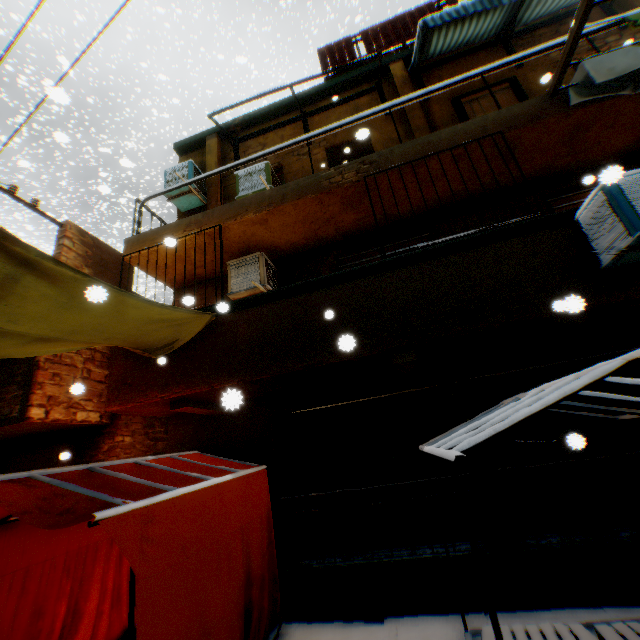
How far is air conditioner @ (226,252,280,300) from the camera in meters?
6.2

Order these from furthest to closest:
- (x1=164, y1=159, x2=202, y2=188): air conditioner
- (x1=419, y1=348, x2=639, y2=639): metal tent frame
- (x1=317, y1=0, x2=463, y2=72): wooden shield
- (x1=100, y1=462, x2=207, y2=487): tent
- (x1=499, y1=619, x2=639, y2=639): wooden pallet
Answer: (x1=317, y1=0, x2=463, y2=72): wooden shield
(x1=164, y1=159, x2=202, y2=188): air conditioner
(x1=100, y1=462, x2=207, y2=487): tent
(x1=499, y1=619, x2=639, y2=639): wooden pallet
(x1=419, y1=348, x2=639, y2=639): metal tent frame

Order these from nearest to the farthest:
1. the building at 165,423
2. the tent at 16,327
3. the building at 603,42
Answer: the tent at 16,327, the building at 165,423, the building at 603,42

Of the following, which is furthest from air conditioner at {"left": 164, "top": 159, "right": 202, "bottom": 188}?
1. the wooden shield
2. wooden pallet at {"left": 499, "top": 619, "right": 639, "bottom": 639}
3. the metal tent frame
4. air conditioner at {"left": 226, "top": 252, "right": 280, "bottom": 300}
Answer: wooden pallet at {"left": 499, "top": 619, "right": 639, "bottom": 639}

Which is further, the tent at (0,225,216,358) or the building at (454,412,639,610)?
the building at (454,412,639,610)

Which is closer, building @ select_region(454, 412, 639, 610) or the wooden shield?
building @ select_region(454, 412, 639, 610)

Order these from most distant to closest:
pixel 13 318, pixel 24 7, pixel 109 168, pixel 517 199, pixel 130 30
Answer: pixel 109 168 → pixel 24 7 → pixel 130 30 → pixel 517 199 → pixel 13 318

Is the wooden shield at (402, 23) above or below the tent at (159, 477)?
above
